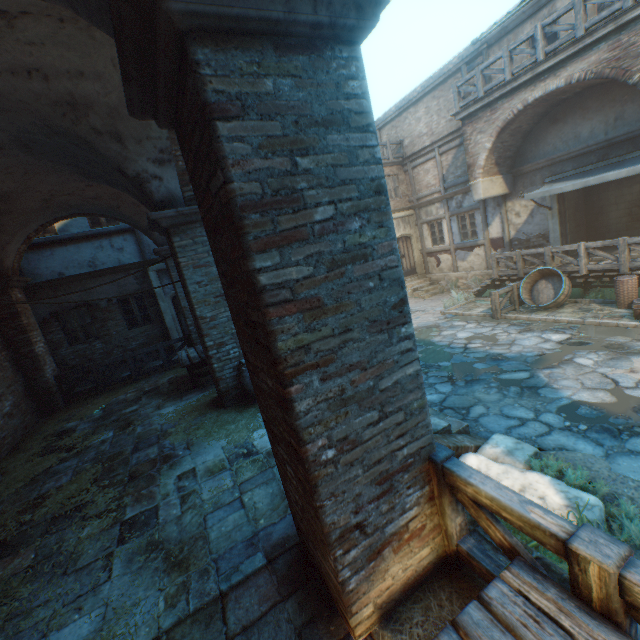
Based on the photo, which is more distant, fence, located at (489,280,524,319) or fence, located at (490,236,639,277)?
fence, located at (489,280,524,319)

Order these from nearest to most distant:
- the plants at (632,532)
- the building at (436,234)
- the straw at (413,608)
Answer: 1. the straw at (413,608)
2. the plants at (632,532)
3. the building at (436,234)

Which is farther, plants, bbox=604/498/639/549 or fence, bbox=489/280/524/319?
fence, bbox=489/280/524/319

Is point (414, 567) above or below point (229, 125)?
below

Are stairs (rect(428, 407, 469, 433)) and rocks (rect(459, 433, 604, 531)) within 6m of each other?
yes

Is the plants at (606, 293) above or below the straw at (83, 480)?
below

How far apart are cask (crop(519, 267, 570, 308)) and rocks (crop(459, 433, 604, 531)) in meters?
7.4

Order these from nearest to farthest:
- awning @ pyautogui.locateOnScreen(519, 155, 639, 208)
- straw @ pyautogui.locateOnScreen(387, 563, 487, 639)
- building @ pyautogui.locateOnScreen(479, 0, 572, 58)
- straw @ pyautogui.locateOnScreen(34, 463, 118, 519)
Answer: straw @ pyautogui.locateOnScreen(387, 563, 487, 639) < straw @ pyautogui.locateOnScreen(34, 463, 118, 519) < awning @ pyautogui.locateOnScreen(519, 155, 639, 208) < building @ pyautogui.locateOnScreen(479, 0, 572, 58)
